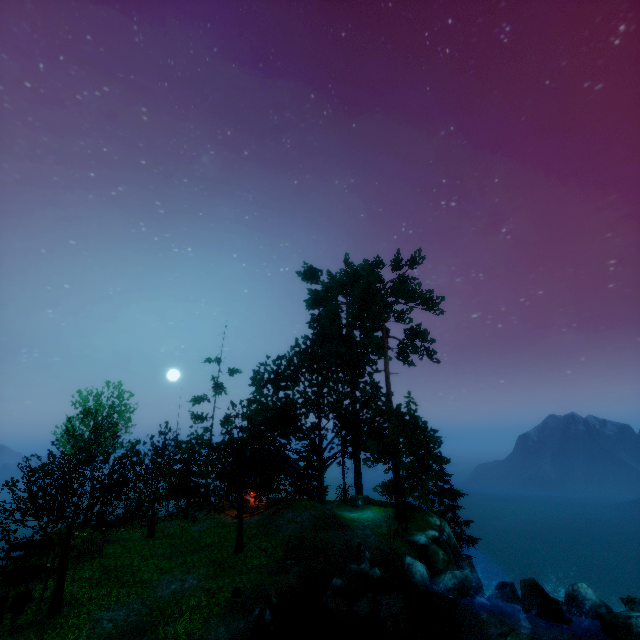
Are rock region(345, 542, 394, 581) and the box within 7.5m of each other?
no

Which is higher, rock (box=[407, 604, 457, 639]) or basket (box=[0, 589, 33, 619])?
basket (box=[0, 589, 33, 619])

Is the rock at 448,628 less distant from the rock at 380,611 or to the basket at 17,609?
the rock at 380,611

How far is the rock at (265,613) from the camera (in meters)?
12.74

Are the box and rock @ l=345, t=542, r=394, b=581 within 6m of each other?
no

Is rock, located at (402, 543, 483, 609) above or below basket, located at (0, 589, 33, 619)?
below

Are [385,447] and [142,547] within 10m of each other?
no

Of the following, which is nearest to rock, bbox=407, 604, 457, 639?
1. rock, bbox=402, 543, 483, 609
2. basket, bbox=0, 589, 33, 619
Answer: rock, bbox=402, 543, 483, 609
